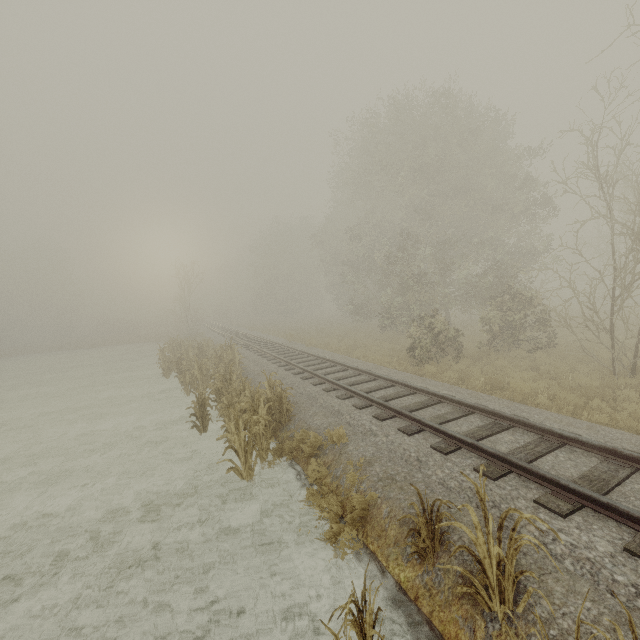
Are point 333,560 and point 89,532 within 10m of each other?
yes
